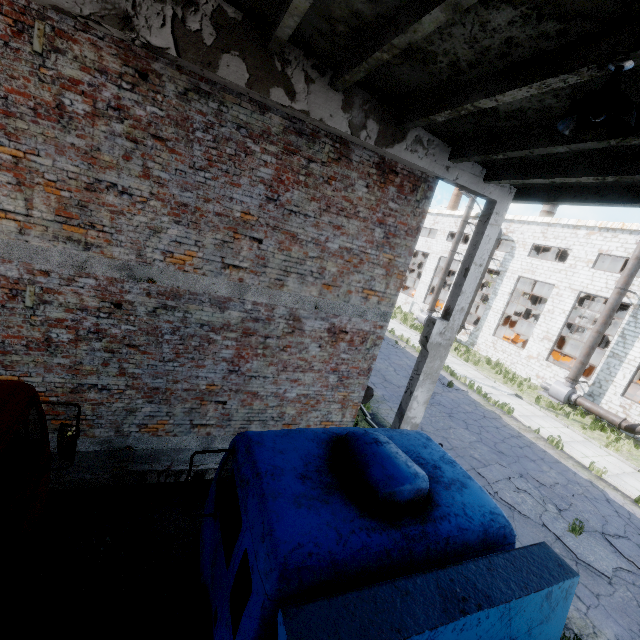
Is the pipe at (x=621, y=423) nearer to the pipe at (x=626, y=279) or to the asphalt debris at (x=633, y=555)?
the pipe at (x=626, y=279)

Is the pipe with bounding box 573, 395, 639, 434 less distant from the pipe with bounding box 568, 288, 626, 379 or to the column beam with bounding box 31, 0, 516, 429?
the pipe with bounding box 568, 288, 626, 379

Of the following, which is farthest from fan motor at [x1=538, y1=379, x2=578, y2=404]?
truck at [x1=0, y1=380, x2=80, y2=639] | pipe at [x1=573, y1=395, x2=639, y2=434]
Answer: truck at [x1=0, y1=380, x2=80, y2=639]

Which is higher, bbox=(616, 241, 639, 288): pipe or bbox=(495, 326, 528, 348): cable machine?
bbox=(616, 241, 639, 288): pipe

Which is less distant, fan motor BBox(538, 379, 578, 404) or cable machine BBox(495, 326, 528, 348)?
fan motor BBox(538, 379, 578, 404)

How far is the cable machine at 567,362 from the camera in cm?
2344

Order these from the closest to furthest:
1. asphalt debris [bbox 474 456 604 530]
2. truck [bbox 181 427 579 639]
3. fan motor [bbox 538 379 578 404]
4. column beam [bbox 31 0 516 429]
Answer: truck [bbox 181 427 579 639]
column beam [bbox 31 0 516 429]
asphalt debris [bbox 474 456 604 530]
fan motor [bbox 538 379 578 404]

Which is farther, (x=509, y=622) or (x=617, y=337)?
(x=617, y=337)
